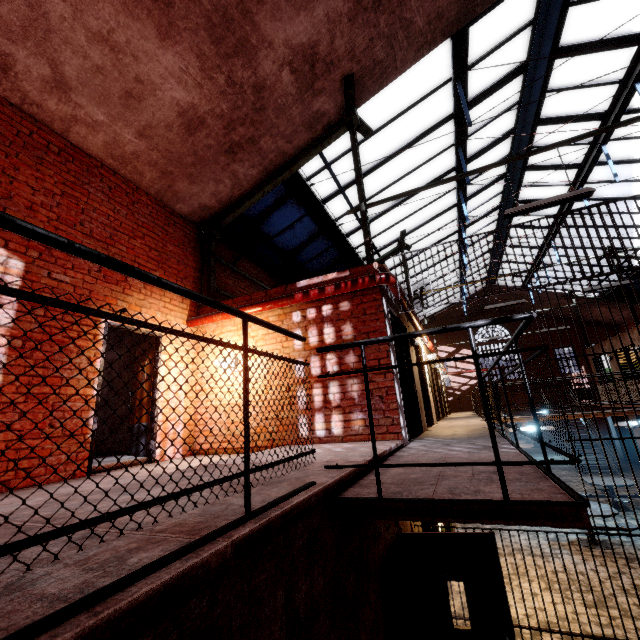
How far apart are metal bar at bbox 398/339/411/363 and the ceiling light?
2.4m

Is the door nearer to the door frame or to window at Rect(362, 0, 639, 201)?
the door frame

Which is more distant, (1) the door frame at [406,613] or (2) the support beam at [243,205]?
(2) the support beam at [243,205]

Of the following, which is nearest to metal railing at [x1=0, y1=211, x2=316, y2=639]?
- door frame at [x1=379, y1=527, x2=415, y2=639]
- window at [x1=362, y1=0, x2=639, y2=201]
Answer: door frame at [x1=379, y1=527, x2=415, y2=639]

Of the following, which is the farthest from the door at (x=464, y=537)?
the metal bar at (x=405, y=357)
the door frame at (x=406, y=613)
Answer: the metal bar at (x=405, y=357)

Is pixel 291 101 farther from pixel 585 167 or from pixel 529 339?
pixel 529 339

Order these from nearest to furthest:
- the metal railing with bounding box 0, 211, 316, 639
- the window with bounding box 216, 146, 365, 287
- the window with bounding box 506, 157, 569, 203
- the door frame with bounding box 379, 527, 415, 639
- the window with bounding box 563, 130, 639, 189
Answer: the metal railing with bounding box 0, 211, 316, 639
the door frame with bounding box 379, 527, 415, 639
the window with bounding box 216, 146, 365, 287
the window with bounding box 563, 130, 639, 189
the window with bounding box 506, 157, 569, 203

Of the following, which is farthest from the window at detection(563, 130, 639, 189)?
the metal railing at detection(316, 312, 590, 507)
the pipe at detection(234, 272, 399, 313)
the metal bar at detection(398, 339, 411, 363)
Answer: the metal railing at detection(316, 312, 590, 507)
